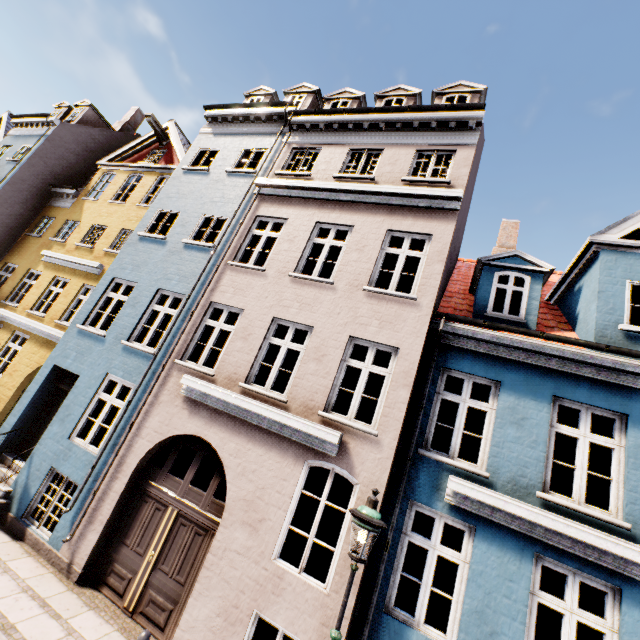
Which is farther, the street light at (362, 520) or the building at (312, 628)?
the building at (312, 628)

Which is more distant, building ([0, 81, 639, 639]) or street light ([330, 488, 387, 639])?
building ([0, 81, 639, 639])

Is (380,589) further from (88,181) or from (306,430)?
(88,181)
